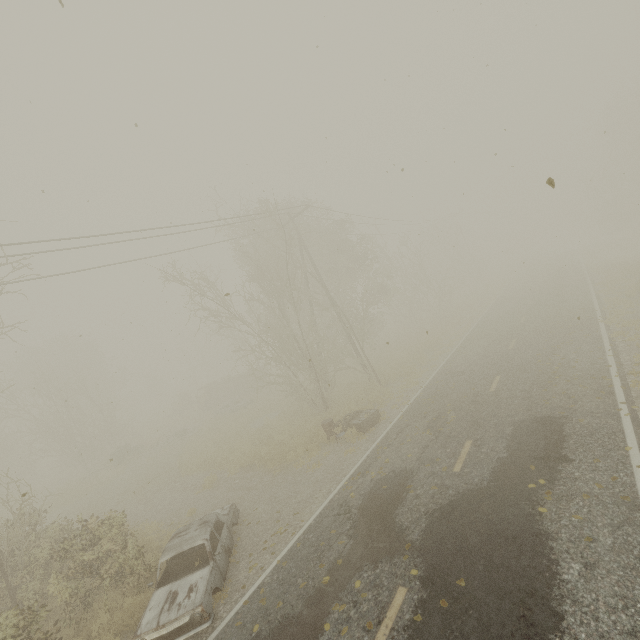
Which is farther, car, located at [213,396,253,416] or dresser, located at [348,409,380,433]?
car, located at [213,396,253,416]

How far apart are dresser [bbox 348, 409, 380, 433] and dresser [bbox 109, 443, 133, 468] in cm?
2245

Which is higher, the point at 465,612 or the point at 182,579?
the point at 182,579

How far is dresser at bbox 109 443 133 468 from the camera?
26.39m

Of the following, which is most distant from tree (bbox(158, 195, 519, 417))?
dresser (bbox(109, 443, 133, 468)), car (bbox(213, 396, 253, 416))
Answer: dresser (bbox(109, 443, 133, 468))

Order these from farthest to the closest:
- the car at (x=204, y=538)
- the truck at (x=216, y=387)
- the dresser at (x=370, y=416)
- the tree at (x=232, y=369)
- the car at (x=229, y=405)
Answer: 1. the truck at (x=216, y=387)
2. the car at (x=229, y=405)
3. the tree at (x=232, y=369)
4. the dresser at (x=370, y=416)
5. the car at (x=204, y=538)

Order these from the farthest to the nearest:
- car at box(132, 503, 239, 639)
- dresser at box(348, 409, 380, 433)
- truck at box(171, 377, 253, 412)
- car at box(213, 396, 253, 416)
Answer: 1. truck at box(171, 377, 253, 412)
2. car at box(213, 396, 253, 416)
3. dresser at box(348, 409, 380, 433)
4. car at box(132, 503, 239, 639)

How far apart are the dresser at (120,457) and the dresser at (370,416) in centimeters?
2245cm
